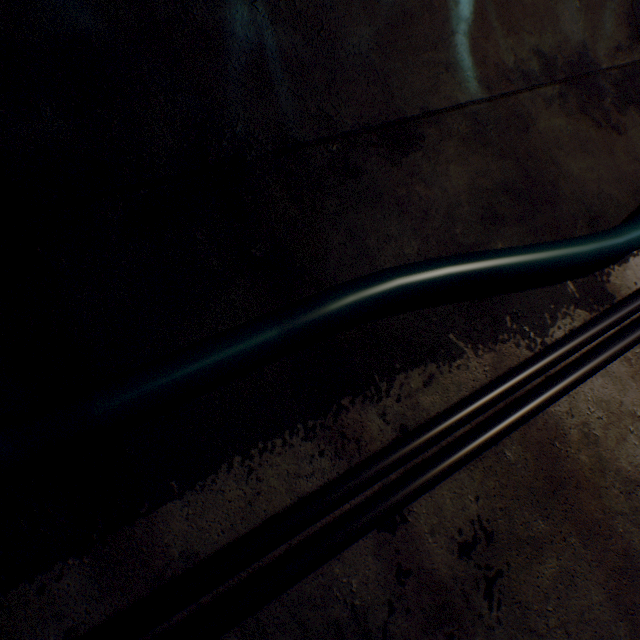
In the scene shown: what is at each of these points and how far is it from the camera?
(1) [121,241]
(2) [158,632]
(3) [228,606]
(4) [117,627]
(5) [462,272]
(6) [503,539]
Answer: (1) building tunnel, 1.0m
(2) building tunnel, 0.8m
(3) wire, 0.8m
(4) wire, 0.7m
(5) cable, 1.1m
(6) building tunnel, 1.0m

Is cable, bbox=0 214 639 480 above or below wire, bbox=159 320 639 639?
above

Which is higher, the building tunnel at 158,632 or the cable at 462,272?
the cable at 462,272

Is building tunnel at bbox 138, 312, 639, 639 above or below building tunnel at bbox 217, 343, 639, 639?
above

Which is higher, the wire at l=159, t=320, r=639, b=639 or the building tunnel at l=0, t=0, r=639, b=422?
the building tunnel at l=0, t=0, r=639, b=422

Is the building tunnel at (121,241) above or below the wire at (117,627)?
above
